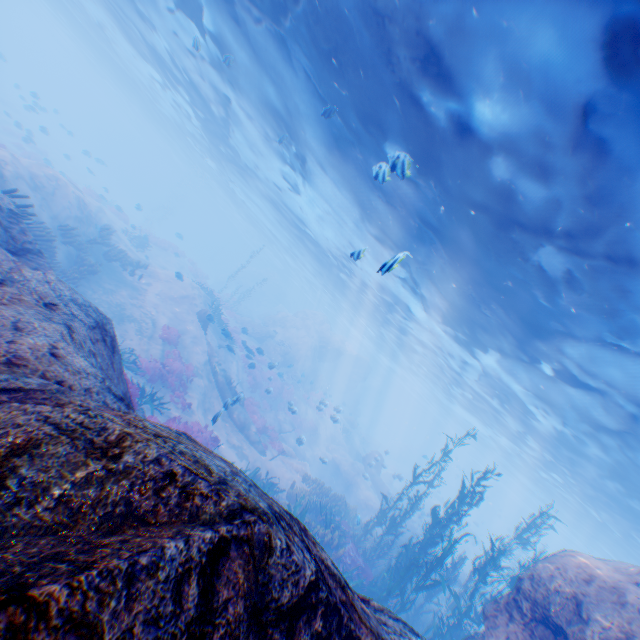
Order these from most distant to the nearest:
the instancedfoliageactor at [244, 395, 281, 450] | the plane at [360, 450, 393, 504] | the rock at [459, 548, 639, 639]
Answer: the plane at [360, 450, 393, 504] < the instancedfoliageactor at [244, 395, 281, 450] < the rock at [459, 548, 639, 639]

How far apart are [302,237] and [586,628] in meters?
29.5

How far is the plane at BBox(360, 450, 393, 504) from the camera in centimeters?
2452cm

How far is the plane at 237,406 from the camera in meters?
17.6

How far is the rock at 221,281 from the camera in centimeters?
5509cm

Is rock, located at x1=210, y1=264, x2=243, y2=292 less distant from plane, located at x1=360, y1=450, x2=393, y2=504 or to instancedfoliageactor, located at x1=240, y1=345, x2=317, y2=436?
instancedfoliageactor, located at x1=240, y1=345, x2=317, y2=436

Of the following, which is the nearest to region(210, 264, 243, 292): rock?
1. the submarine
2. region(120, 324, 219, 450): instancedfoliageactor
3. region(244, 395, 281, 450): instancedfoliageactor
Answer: region(244, 395, 281, 450): instancedfoliageactor
